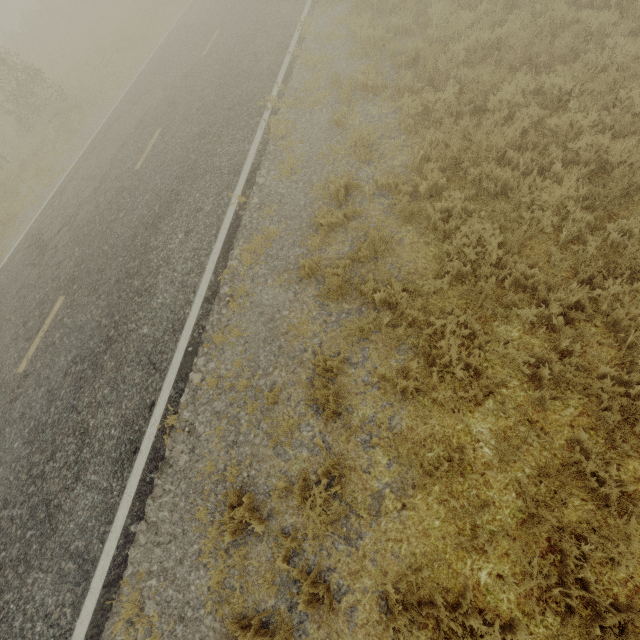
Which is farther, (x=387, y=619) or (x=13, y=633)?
(x=13, y=633)
